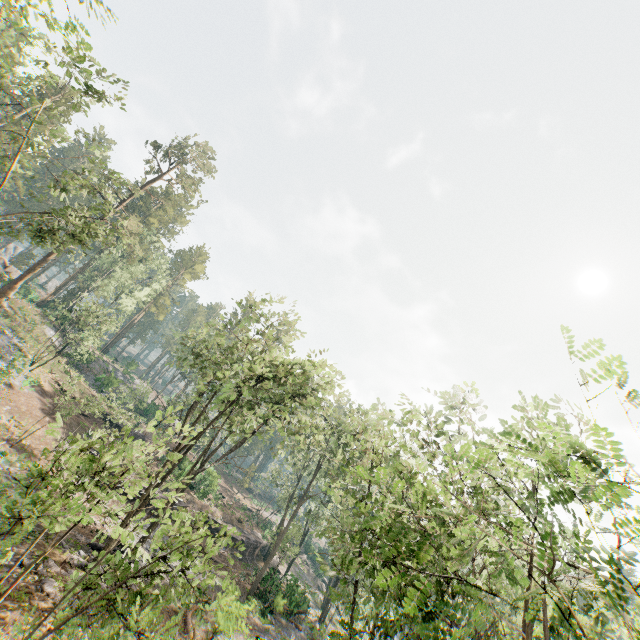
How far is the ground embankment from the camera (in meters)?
35.69

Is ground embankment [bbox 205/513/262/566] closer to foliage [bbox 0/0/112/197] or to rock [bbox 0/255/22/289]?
foliage [bbox 0/0/112/197]

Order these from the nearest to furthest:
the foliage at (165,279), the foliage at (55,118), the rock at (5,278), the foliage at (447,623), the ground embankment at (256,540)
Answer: the foliage at (447,623)
the foliage at (55,118)
the foliage at (165,279)
the ground embankment at (256,540)
the rock at (5,278)

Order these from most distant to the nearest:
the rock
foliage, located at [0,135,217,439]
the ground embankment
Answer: the rock < the ground embankment < foliage, located at [0,135,217,439]

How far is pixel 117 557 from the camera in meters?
8.7

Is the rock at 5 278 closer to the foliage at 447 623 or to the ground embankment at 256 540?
the foliage at 447 623

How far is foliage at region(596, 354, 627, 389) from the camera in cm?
377
